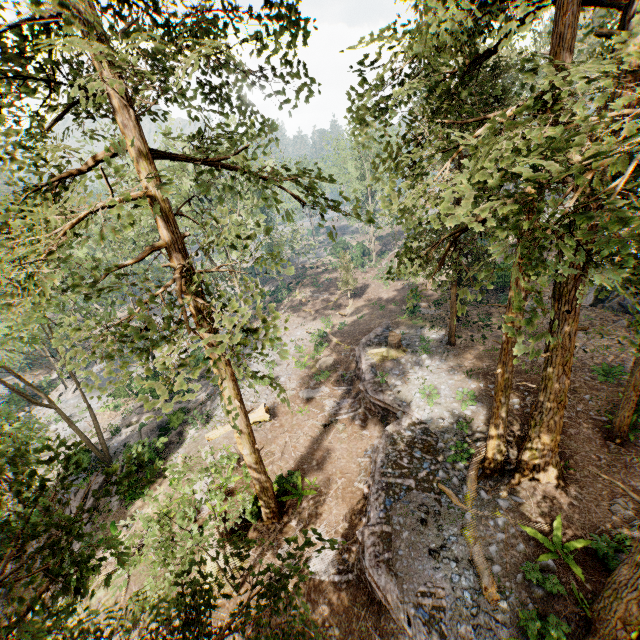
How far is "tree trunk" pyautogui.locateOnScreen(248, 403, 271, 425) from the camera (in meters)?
20.75

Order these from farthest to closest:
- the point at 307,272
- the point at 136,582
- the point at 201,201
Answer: the point at 307,272, the point at 201,201, the point at 136,582

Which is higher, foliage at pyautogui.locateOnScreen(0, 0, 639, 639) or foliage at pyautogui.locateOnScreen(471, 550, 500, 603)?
foliage at pyautogui.locateOnScreen(0, 0, 639, 639)

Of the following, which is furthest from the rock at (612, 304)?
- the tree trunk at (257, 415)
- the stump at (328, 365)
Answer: the tree trunk at (257, 415)

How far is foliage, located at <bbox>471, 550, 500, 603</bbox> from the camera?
10.0 meters

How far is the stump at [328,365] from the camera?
25.3 meters

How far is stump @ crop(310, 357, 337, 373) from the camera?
25.3m

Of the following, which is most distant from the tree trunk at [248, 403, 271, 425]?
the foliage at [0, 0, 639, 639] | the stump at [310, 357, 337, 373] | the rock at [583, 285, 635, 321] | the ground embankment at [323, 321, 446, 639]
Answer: the rock at [583, 285, 635, 321]
